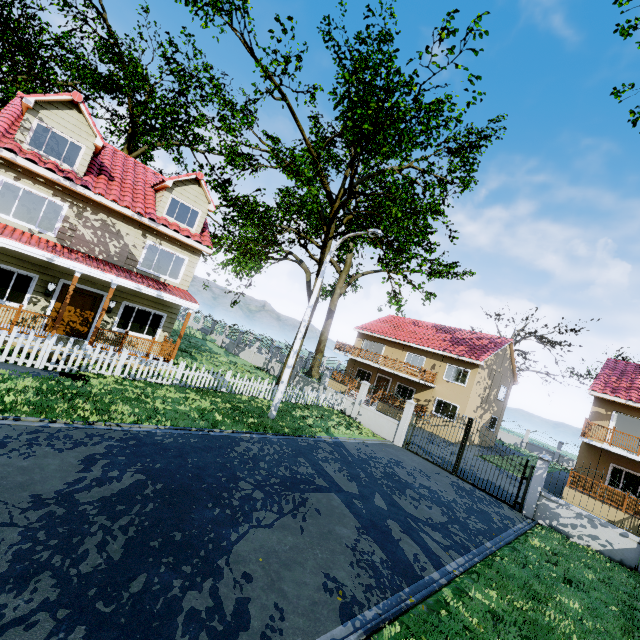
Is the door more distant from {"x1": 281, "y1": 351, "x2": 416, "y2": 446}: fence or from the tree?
the tree

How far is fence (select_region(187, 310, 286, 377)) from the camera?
27.2 meters

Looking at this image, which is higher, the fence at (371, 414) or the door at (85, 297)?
the door at (85, 297)

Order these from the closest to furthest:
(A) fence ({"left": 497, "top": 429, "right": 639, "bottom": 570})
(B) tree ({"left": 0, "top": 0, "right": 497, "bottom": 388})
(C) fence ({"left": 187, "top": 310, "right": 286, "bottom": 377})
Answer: Answer:
(A) fence ({"left": 497, "top": 429, "right": 639, "bottom": 570})
(B) tree ({"left": 0, "top": 0, "right": 497, "bottom": 388})
(C) fence ({"left": 187, "top": 310, "right": 286, "bottom": 377})

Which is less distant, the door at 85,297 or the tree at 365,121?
the tree at 365,121

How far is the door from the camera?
13.4 meters

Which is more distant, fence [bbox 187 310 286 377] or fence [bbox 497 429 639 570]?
fence [bbox 187 310 286 377]

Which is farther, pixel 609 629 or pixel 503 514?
pixel 503 514
